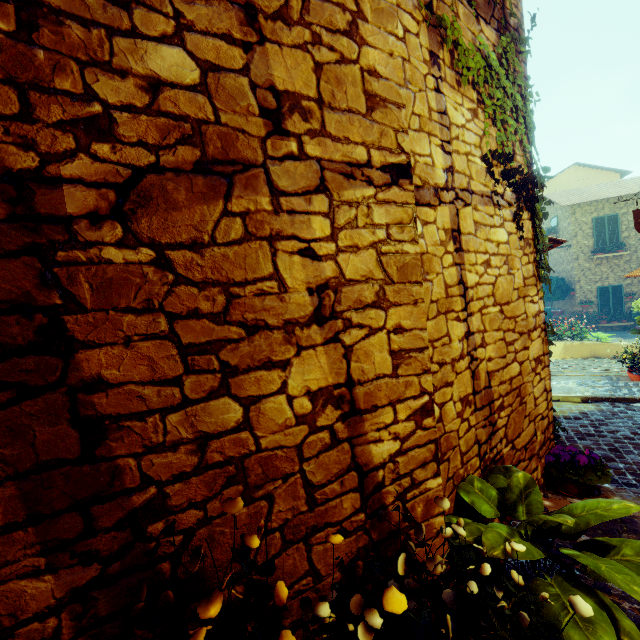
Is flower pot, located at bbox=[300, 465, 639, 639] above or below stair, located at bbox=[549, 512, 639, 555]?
above

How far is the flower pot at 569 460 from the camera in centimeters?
314cm

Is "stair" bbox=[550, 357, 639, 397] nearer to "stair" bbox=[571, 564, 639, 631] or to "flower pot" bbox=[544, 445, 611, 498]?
"flower pot" bbox=[544, 445, 611, 498]

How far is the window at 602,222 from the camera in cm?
1700

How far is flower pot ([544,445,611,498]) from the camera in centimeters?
314cm

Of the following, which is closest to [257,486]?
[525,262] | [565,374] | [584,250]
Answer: [525,262]

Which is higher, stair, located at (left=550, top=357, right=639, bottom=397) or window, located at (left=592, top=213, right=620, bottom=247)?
window, located at (left=592, top=213, right=620, bottom=247)

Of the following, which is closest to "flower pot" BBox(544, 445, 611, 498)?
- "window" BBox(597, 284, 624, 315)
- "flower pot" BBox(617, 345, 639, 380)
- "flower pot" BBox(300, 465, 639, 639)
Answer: "flower pot" BBox(300, 465, 639, 639)
